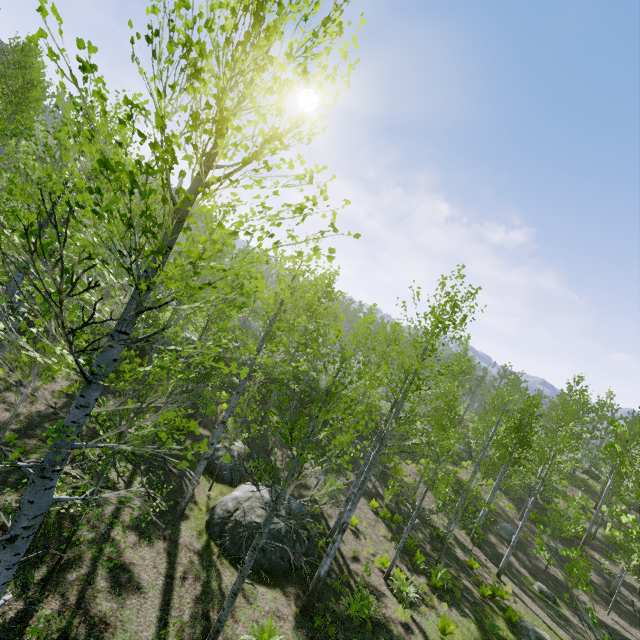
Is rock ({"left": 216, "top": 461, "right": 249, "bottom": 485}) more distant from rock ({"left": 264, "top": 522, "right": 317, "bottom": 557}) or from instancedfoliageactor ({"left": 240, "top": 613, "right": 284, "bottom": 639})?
instancedfoliageactor ({"left": 240, "top": 613, "right": 284, "bottom": 639})

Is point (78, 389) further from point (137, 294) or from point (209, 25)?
point (209, 25)

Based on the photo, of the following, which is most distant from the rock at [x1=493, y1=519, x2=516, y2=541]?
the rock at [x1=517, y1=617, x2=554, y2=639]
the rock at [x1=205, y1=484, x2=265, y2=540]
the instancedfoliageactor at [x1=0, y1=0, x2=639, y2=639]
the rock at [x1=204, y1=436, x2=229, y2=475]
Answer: the rock at [x1=204, y1=436, x2=229, y2=475]

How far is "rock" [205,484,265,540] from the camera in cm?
1033

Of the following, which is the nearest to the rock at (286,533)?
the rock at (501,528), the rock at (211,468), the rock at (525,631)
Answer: the rock at (211,468)

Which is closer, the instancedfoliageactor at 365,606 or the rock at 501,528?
the instancedfoliageactor at 365,606

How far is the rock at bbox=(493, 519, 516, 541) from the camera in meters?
20.4 m

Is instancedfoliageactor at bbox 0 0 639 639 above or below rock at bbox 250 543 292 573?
above
